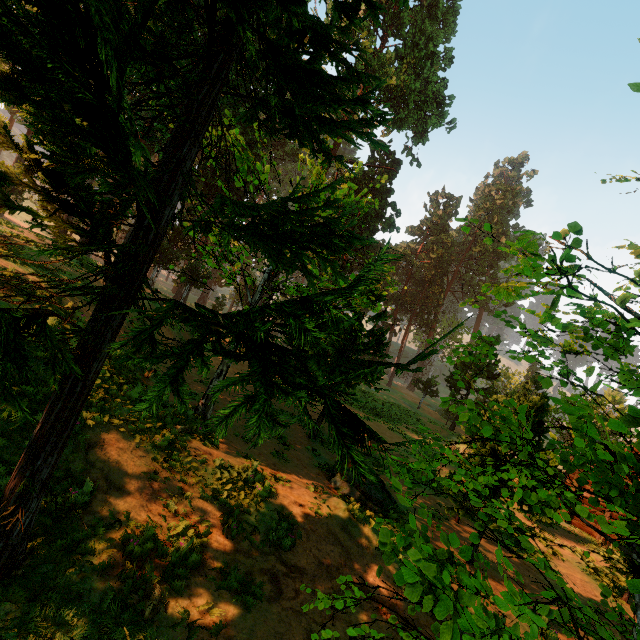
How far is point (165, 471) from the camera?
8.08m
